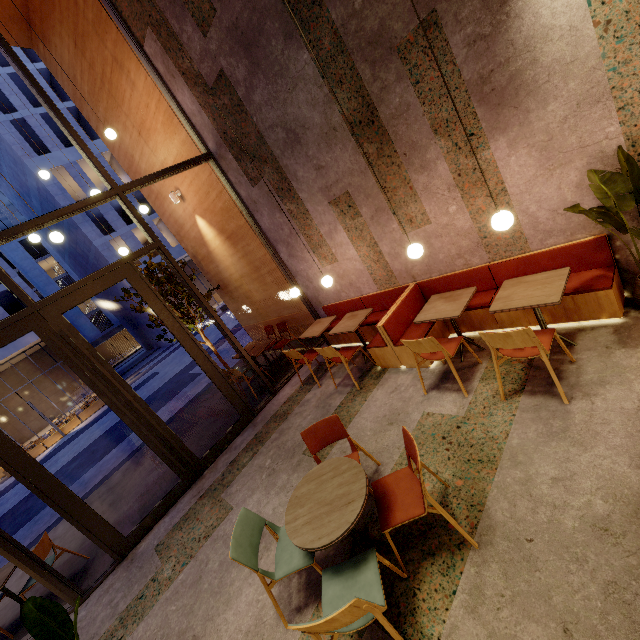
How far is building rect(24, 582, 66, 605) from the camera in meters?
4.8

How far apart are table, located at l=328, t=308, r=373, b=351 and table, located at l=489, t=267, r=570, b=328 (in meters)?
2.13

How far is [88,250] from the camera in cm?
2741

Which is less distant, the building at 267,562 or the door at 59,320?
the building at 267,562

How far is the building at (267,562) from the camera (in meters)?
3.24

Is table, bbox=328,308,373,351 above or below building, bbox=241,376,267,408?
above

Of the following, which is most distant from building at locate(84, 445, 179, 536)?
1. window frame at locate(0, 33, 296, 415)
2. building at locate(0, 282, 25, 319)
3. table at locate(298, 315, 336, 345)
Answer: building at locate(0, 282, 25, 319)

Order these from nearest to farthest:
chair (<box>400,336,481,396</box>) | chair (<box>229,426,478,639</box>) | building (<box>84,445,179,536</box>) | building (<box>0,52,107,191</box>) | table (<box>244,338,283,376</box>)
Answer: chair (<box>229,426,478,639</box>)
chair (<box>400,336,481,396</box>)
building (<box>84,445,179,536</box>)
table (<box>244,338,283,376</box>)
building (<box>0,52,107,191</box>)
